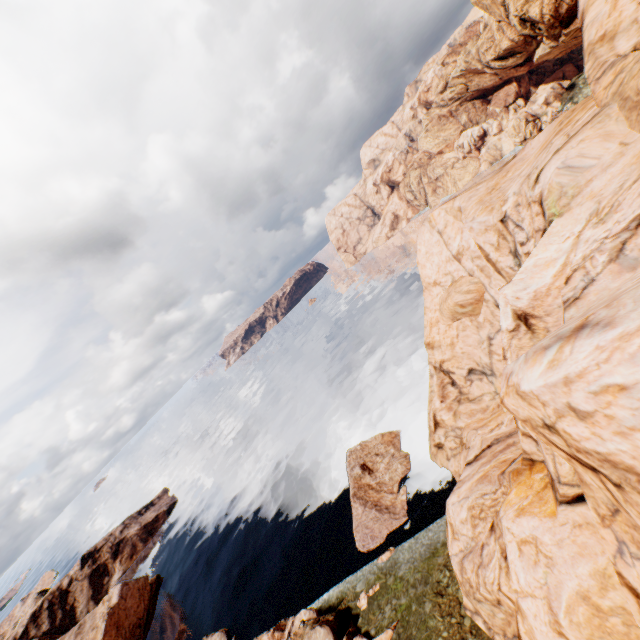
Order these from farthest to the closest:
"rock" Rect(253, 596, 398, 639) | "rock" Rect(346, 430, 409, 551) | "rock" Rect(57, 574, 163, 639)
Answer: "rock" Rect(57, 574, 163, 639) < "rock" Rect(346, 430, 409, 551) < "rock" Rect(253, 596, 398, 639)

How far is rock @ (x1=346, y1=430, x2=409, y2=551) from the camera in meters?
32.3

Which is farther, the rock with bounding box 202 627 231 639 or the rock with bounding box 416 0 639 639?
the rock with bounding box 202 627 231 639

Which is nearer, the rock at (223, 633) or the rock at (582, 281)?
the rock at (582, 281)

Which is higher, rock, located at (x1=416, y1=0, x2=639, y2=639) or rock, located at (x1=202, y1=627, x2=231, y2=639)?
rock, located at (x1=416, y1=0, x2=639, y2=639)

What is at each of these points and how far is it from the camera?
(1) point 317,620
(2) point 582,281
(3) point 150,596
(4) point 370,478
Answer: (1) rock, 26.8 meters
(2) rock, 11.8 meters
(3) rock, 53.0 meters
(4) rock, 37.7 meters
